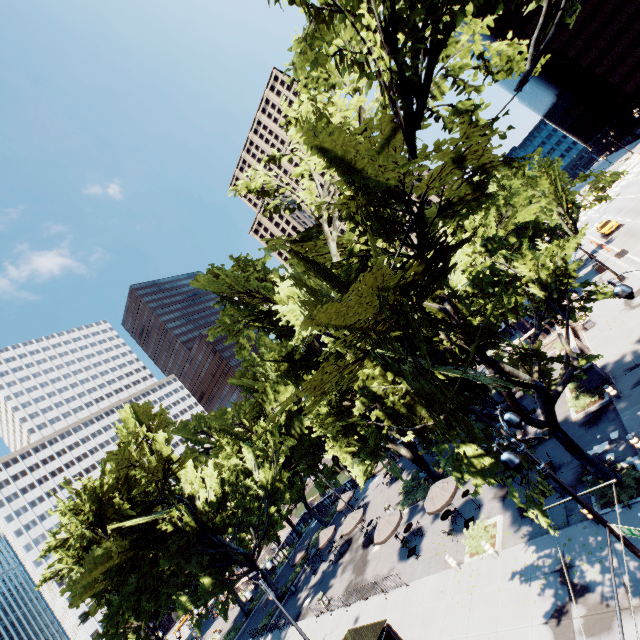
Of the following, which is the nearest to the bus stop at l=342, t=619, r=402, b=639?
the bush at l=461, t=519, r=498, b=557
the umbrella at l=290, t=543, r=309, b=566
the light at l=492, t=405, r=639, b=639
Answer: the bush at l=461, t=519, r=498, b=557

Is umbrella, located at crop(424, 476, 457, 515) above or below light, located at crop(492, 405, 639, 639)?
below

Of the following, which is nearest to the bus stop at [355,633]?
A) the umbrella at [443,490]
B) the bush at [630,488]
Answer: the umbrella at [443,490]

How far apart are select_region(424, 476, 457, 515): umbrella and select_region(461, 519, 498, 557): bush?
1.56m

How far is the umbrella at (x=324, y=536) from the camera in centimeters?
3153cm

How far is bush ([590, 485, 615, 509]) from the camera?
13.1m

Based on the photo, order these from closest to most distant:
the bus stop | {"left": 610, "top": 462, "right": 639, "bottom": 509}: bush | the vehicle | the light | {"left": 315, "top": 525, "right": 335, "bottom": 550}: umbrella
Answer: the light, {"left": 610, "top": 462, "right": 639, "bottom": 509}: bush, the bus stop, {"left": 315, "top": 525, "right": 335, "bottom": 550}: umbrella, the vehicle

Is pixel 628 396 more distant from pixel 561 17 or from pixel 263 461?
pixel 263 461
